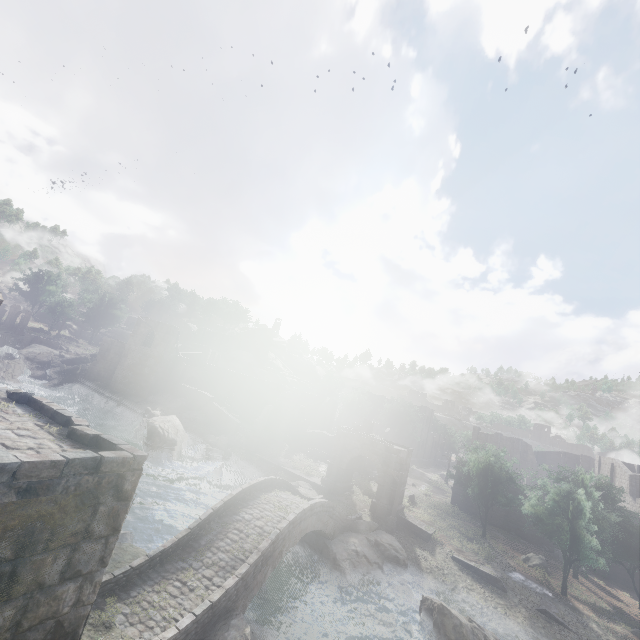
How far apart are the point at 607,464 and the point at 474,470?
32.53m

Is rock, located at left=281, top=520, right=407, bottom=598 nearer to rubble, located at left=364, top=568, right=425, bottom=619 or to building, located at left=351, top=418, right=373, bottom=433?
rubble, located at left=364, top=568, right=425, bottom=619

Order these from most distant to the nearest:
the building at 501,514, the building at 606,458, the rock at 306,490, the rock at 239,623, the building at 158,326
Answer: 1. the building at 158,326
2. the building at 606,458
3. the building at 501,514
4. the rock at 306,490
5. the rock at 239,623

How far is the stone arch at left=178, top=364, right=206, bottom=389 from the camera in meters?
52.5

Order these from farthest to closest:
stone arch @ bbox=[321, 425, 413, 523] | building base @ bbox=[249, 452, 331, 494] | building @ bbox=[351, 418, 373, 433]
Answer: building @ bbox=[351, 418, 373, 433], building base @ bbox=[249, 452, 331, 494], stone arch @ bbox=[321, 425, 413, 523]

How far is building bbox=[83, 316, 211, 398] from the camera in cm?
4691

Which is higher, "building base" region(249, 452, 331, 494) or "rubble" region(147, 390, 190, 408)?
"rubble" region(147, 390, 190, 408)

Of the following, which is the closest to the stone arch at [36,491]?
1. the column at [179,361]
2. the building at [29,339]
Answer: the column at [179,361]
